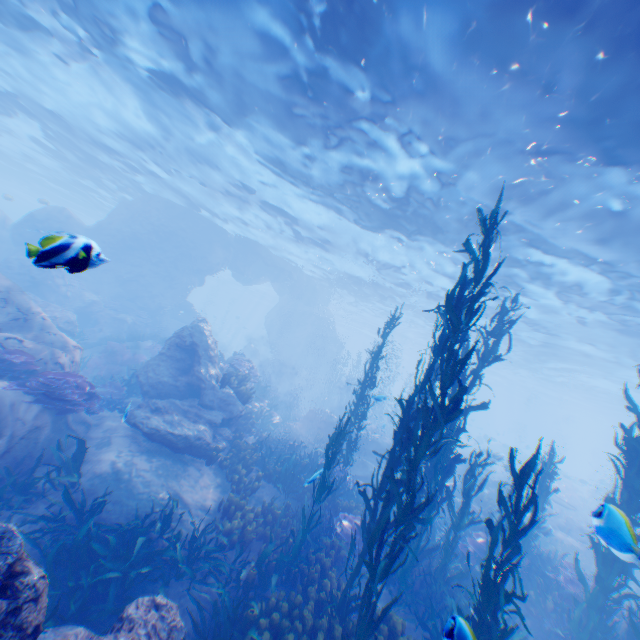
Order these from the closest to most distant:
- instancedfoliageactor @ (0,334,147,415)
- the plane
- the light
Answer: the light → instancedfoliageactor @ (0,334,147,415) → the plane

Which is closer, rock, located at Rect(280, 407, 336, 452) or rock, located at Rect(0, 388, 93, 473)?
rock, located at Rect(0, 388, 93, 473)

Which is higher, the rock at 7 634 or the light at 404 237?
the light at 404 237

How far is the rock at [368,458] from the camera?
16.2 meters

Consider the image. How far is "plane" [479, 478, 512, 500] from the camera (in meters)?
18.61

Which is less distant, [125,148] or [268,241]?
[125,148]

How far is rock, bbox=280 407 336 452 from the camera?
17.8m
